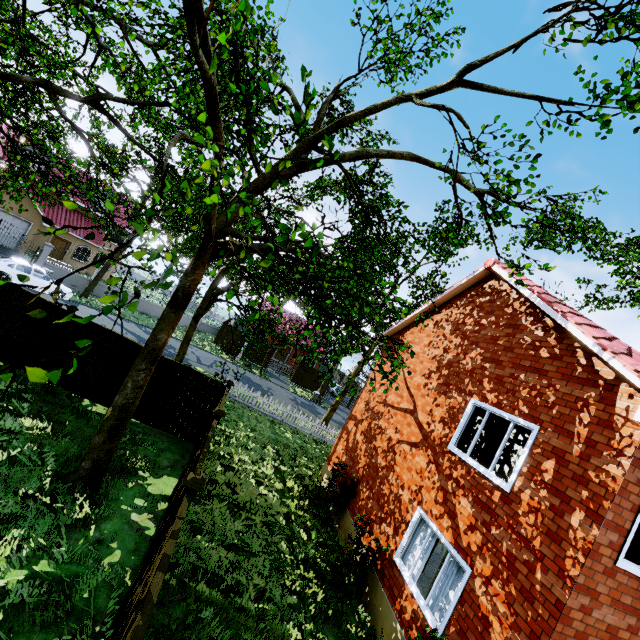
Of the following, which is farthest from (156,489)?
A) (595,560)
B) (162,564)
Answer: (595,560)

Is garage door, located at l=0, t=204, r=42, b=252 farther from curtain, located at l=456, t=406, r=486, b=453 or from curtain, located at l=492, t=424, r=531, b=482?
curtain, located at l=492, t=424, r=531, b=482

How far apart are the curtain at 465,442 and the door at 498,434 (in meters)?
1.19

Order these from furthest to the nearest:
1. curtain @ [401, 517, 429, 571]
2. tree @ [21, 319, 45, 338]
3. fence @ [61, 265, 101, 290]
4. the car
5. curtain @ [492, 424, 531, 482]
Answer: fence @ [61, 265, 101, 290] < the car < curtain @ [401, 517, 429, 571] < curtain @ [492, 424, 531, 482] < tree @ [21, 319, 45, 338]

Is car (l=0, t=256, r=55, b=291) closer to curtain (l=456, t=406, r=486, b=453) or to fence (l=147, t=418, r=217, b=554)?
fence (l=147, t=418, r=217, b=554)

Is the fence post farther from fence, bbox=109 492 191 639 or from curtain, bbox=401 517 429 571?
curtain, bbox=401 517 429 571

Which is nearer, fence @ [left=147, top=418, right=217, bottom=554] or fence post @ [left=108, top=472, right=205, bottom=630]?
fence post @ [left=108, top=472, right=205, bottom=630]

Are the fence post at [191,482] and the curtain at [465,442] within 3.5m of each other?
no
